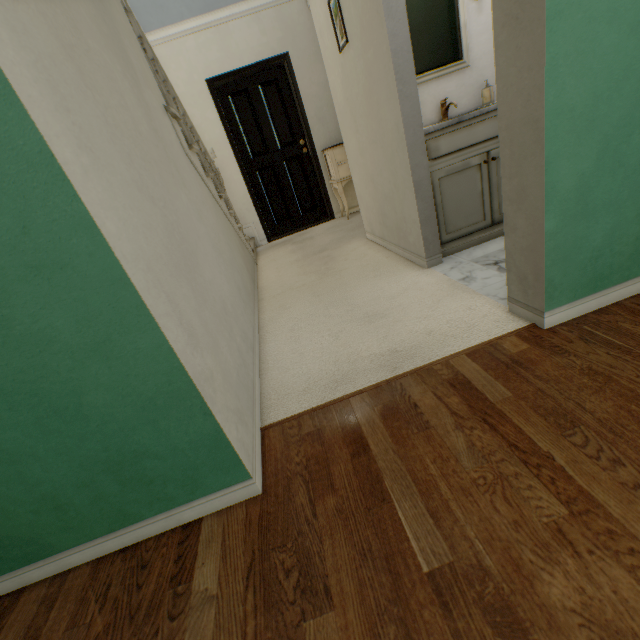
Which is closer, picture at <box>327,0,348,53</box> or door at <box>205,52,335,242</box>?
picture at <box>327,0,348,53</box>

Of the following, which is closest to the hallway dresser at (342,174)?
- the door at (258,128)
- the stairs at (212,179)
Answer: the door at (258,128)

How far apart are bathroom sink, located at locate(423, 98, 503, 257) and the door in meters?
2.5 m

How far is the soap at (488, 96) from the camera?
2.31m

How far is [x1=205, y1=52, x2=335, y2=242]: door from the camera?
4.2 meters

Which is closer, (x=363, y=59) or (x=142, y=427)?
(x=142, y=427)

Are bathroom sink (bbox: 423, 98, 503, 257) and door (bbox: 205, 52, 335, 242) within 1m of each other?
no

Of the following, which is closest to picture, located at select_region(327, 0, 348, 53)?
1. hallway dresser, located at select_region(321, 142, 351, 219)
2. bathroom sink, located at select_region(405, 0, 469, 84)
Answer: bathroom sink, located at select_region(405, 0, 469, 84)
